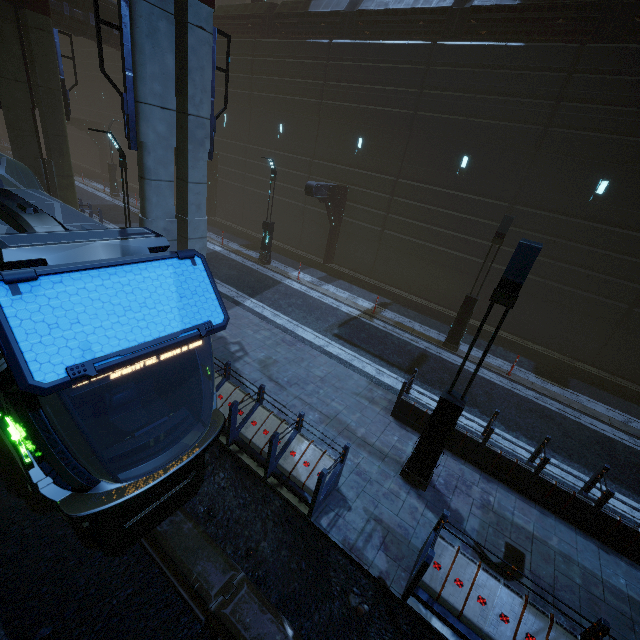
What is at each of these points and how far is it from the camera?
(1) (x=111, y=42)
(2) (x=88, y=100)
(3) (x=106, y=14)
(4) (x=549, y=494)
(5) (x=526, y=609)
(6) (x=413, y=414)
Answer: (1) building, 21.2 meters
(2) building, 33.9 meters
(3) building, 20.1 meters
(4) building, 7.4 meters
(5) building, 5.0 meters
(6) building, 9.0 meters

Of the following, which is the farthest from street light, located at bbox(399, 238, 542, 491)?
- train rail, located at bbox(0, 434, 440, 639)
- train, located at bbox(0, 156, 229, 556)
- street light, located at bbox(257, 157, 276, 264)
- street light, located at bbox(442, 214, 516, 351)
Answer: street light, located at bbox(257, 157, 276, 264)

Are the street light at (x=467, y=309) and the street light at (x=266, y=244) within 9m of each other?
no

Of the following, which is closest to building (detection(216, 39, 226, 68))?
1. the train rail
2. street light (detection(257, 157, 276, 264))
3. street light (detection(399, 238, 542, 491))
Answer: the train rail

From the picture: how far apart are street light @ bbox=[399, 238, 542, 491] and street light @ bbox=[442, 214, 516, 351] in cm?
668

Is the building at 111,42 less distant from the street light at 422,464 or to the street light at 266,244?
the street light at 422,464

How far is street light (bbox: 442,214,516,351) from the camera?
11.7m

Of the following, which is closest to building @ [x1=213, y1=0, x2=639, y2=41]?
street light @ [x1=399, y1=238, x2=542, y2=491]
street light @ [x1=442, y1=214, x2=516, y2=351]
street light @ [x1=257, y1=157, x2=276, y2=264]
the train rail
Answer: the train rail
